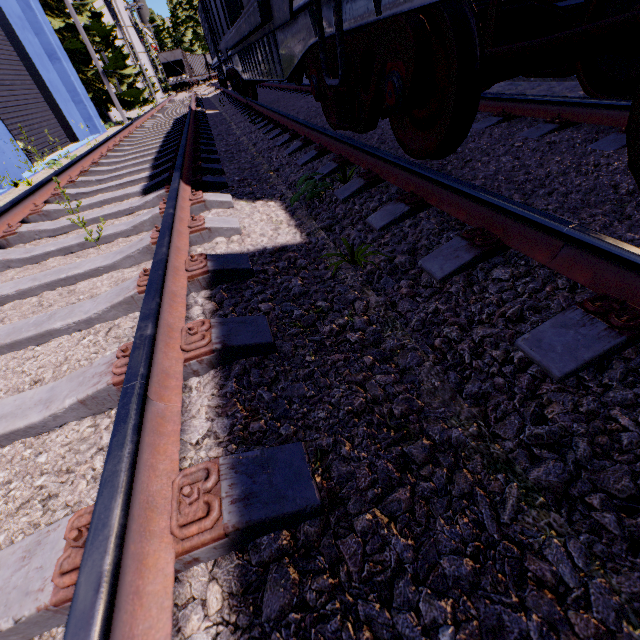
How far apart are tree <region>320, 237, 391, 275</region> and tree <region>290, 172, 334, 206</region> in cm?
102

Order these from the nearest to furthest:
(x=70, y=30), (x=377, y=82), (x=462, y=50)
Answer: (x=462, y=50)
(x=377, y=82)
(x=70, y=30)

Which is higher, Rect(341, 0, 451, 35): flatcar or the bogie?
Rect(341, 0, 451, 35): flatcar

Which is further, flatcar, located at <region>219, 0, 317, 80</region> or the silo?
the silo

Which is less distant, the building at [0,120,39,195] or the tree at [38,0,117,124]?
the building at [0,120,39,195]

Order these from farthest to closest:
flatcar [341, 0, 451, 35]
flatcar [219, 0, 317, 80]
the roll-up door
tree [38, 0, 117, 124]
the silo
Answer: the silo → tree [38, 0, 117, 124] → the roll-up door → flatcar [219, 0, 317, 80] → flatcar [341, 0, 451, 35]

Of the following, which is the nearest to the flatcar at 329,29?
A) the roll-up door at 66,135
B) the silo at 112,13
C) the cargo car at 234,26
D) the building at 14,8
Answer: the cargo car at 234,26

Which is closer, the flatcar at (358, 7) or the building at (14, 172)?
the flatcar at (358, 7)
